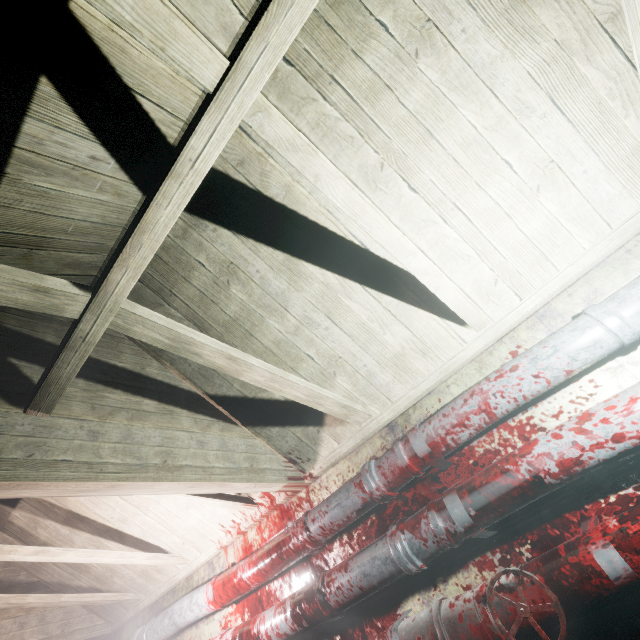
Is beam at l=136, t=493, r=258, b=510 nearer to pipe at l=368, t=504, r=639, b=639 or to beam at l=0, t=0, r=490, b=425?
beam at l=0, t=0, r=490, b=425

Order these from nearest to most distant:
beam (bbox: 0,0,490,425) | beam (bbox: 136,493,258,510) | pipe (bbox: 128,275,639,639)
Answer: beam (bbox: 0,0,490,425) < pipe (bbox: 128,275,639,639) < beam (bbox: 136,493,258,510)

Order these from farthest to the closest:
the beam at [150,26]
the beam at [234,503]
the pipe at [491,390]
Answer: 1. the beam at [234,503]
2. the pipe at [491,390]
3. the beam at [150,26]

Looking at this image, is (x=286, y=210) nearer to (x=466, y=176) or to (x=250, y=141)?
(x=250, y=141)

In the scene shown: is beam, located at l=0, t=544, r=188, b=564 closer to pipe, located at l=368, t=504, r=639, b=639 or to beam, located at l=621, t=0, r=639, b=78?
pipe, located at l=368, t=504, r=639, b=639

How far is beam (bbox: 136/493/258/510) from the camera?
2.15m

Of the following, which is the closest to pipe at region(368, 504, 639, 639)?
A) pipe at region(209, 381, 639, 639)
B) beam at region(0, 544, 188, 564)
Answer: pipe at region(209, 381, 639, 639)

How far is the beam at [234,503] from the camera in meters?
2.2 m
